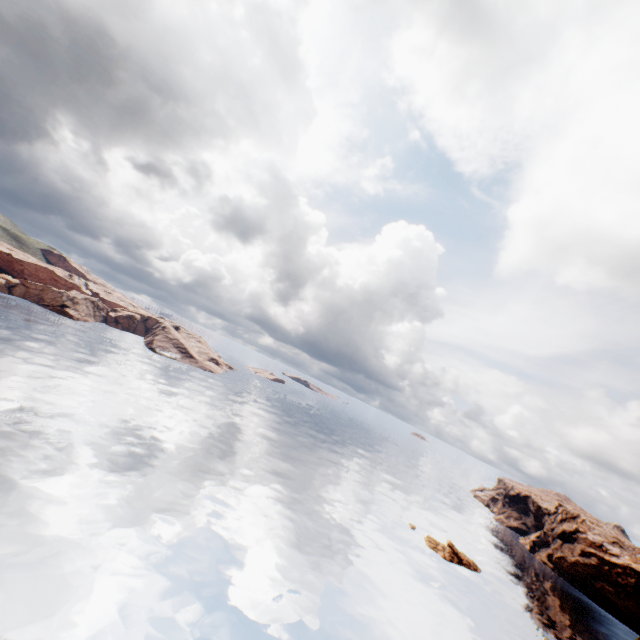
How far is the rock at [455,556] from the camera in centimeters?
5703cm

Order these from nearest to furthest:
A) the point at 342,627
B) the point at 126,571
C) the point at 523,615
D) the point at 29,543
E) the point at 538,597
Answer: the point at 29,543 < the point at 126,571 < the point at 342,627 < the point at 523,615 < the point at 538,597

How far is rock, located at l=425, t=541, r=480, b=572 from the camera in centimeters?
5703cm
